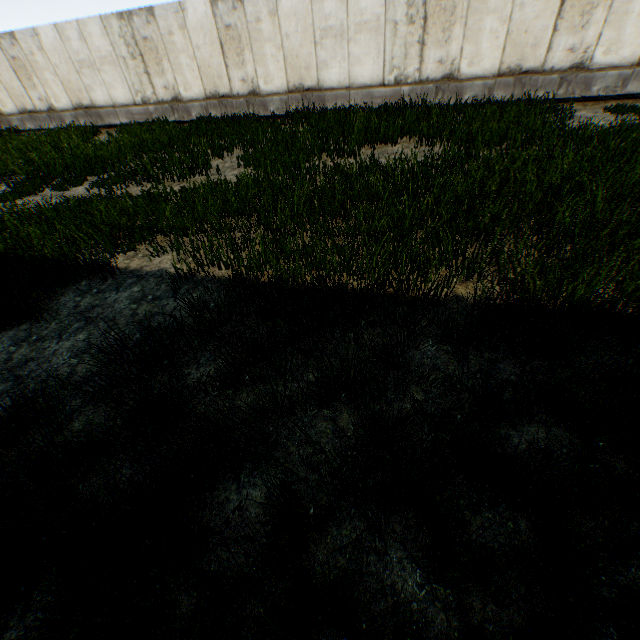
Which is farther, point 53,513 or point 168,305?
point 168,305
